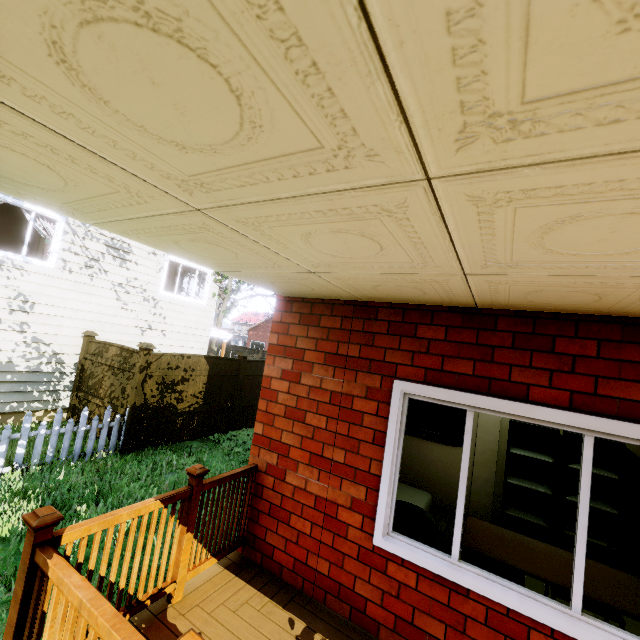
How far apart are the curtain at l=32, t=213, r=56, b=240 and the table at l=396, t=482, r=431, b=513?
9.4 meters

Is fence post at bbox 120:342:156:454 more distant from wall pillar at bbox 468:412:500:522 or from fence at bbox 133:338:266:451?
wall pillar at bbox 468:412:500:522

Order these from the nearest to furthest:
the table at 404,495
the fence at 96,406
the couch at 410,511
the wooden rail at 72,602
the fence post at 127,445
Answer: the wooden rail at 72,602 < the couch at 410,511 < the table at 404,495 < the fence at 96,406 < the fence post at 127,445

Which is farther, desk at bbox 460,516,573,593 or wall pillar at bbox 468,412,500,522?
wall pillar at bbox 468,412,500,522

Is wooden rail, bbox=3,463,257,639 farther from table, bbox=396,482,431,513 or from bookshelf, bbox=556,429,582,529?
bookshelf, bbox=556,429,582,529

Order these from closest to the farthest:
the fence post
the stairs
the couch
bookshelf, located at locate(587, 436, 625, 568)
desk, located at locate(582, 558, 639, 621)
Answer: desk, located at locate(582, 558, 639, 621) → the couch → bookshelf, located at locate(587, 436, 625, 568) → the stairs → the fence post

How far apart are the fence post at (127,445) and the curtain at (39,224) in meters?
3.5 m

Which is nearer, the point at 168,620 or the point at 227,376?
the point at 168,620
